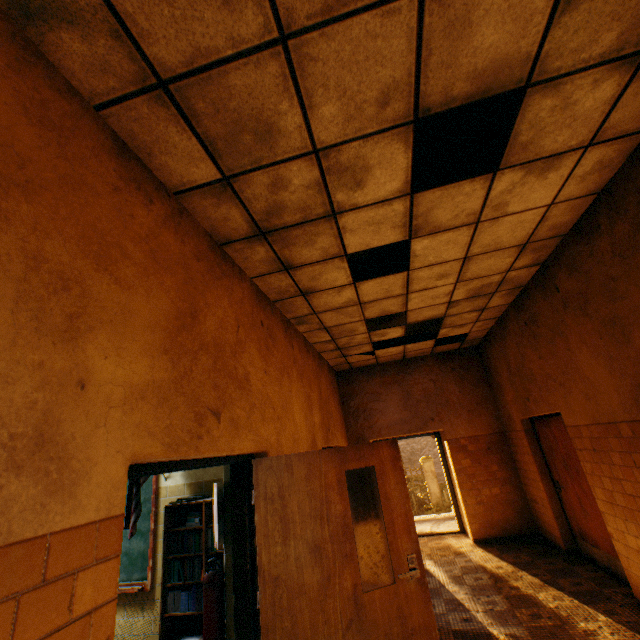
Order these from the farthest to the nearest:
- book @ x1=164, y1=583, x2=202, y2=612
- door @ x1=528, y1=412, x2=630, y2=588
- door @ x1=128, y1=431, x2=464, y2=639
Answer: door @ x1=528, y1=412, x2=630, y2=588 → book @ x1=164, y1=583, x2=202, y2=612 → door @ x1=128, y1=431, x2=464, y2=639

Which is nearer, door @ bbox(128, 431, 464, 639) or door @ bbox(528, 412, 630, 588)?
door @ bbox(128, 431, 464, 639)

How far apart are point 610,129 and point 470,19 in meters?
1.6 m

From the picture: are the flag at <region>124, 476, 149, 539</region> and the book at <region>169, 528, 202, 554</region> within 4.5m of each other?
yes

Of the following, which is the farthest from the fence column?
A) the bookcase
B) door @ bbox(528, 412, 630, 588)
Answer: the bookcase

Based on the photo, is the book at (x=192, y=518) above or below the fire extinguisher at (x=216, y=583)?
above

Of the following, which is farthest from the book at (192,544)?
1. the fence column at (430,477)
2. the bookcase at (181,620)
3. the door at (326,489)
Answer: the fence column at (430,477)

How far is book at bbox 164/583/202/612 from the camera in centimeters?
329cm
